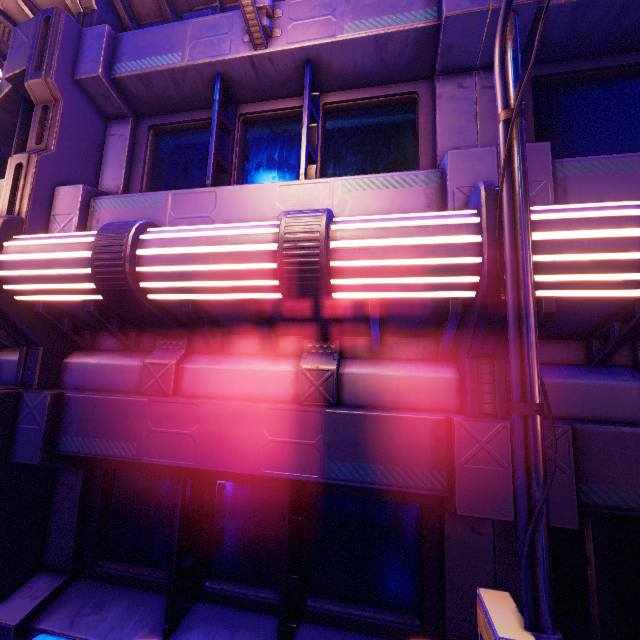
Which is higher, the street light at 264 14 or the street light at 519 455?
the street light at 264 14

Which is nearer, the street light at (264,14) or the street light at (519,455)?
the street light at (519,455)

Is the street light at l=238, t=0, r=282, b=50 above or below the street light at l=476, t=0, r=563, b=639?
above

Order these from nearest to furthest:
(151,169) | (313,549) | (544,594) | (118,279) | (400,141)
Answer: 1. (544,594)
2. (118,279)
3. (313,549)
4. (400,141)
5. (151,169)

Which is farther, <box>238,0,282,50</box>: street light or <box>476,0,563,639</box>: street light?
<box>238,0,282,50</box>: street light
